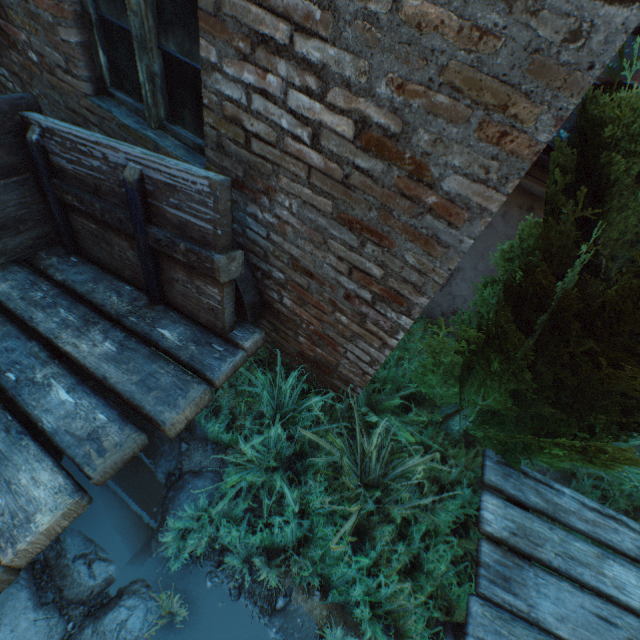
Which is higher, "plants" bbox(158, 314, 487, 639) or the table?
the table

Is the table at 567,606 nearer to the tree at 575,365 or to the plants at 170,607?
the tree at 575,365

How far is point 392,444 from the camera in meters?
2.5 m

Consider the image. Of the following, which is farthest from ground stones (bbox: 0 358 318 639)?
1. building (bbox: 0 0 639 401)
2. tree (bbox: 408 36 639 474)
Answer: tree (bbox: 408 36 639 474)

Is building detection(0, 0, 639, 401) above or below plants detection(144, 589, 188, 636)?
above

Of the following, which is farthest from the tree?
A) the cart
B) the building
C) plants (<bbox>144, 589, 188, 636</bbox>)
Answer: plants (<bbox>144, 589, 188, 636</bbox>)

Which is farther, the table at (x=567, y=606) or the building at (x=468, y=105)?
the table at (x=567, y=606)

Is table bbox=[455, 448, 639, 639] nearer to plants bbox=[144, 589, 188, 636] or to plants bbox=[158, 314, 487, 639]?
plants bbox=[158, 314, 487, 639]
